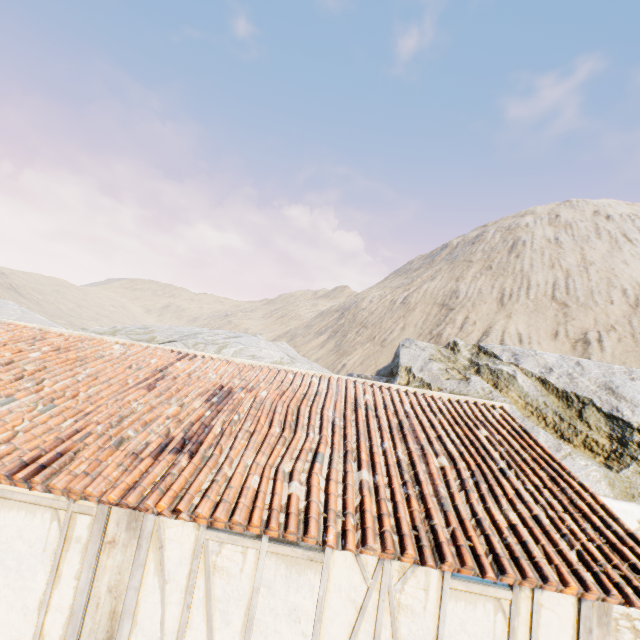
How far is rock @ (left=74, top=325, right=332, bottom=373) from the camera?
17.8m

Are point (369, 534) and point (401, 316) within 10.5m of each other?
no

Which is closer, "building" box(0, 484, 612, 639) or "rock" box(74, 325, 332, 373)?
"building" box(0, 484, 612, 639)

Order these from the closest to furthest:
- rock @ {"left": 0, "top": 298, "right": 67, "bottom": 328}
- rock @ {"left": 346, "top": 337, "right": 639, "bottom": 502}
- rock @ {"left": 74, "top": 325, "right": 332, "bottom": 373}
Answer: rock @ {"left": 346, "top": 337, "right": 639, "bottom": 502} → rock @ {"left": 74, "top": 325, "right": 332, "bottom": 373} → rock @ {"left": 0, "top": 298, "right": 67, "bottom": 328}

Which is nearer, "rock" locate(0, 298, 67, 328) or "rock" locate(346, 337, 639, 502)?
"rock" locate(346, 337, 639, 502)

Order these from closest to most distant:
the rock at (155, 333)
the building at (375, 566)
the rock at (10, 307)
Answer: the building at (375, 566) < the rock at (155, 333) < the rock at (10, 307)

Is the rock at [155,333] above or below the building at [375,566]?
above
